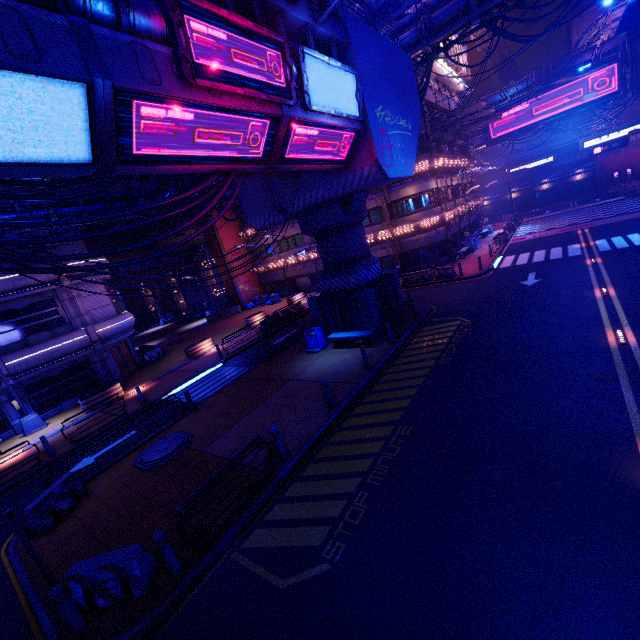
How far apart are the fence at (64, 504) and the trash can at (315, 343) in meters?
10.7 m

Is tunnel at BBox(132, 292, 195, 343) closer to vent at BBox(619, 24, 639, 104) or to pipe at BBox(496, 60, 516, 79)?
pipe at BBox(496, 60, 516, 79)

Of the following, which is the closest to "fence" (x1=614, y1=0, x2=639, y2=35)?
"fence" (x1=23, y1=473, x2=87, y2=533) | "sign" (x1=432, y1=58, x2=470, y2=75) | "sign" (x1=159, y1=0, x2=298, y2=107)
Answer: "sign" (x1=432, y1=58, x2=470, y2=75)

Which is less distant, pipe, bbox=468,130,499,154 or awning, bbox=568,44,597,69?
awning, bbox=568,44,597,69

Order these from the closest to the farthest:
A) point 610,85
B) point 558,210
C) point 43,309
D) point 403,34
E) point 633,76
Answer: point 403,34 < point 43,309 < point 633,76 < point 610,85 < point 558,210

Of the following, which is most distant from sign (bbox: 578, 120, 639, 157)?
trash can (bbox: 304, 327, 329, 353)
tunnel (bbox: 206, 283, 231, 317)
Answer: tunnel (bbox: 206, 283, 231, 317)

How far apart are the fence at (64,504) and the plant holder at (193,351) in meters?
14.0

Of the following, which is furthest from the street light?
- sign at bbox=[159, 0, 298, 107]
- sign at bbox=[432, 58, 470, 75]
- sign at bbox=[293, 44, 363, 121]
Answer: sign at bbox=[432, 58, 470, 75]
